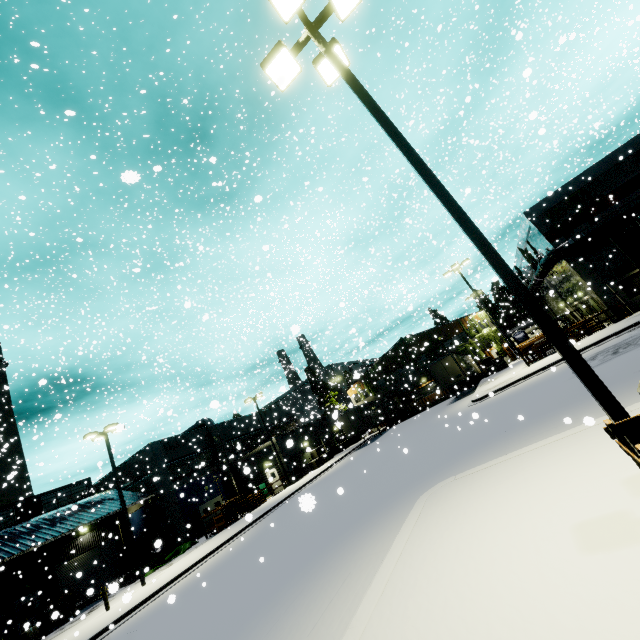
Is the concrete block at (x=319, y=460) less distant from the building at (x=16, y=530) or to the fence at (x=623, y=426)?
the building at (x=16, y=530)

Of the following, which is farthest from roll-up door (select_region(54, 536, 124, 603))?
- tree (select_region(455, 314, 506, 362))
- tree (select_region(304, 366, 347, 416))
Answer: tree (select_region(304, 366, 347, 416))

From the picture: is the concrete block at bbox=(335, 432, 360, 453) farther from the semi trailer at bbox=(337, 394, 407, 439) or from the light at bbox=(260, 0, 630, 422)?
the light at bbox=(260, 0, 630, 422)

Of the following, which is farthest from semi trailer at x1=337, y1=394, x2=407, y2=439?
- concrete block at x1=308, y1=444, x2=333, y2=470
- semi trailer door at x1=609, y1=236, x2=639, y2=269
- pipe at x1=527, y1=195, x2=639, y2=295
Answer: concrete block at x1=308, y1=444, x2=333, y2=470

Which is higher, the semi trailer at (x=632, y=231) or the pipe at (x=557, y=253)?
the pipe at (x=557, y=253)

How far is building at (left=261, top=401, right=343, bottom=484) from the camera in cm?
3347

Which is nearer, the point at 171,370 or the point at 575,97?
the point at 575,97

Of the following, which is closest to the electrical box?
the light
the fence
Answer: the light
